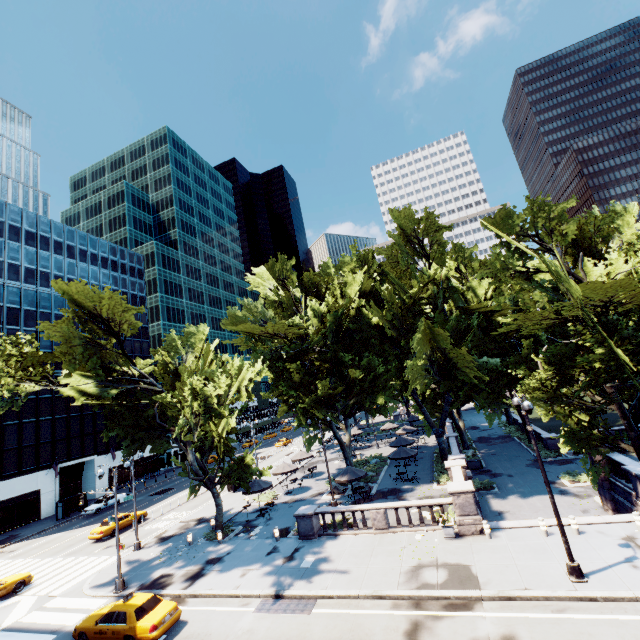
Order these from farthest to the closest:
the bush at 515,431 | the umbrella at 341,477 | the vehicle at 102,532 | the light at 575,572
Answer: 1. the bush at 515,431
2. the vehicle at 102,532
3. the umbrella at 341,477
4. the light at 575,572

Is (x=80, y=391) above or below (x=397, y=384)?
above

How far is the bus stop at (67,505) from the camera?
39.8m

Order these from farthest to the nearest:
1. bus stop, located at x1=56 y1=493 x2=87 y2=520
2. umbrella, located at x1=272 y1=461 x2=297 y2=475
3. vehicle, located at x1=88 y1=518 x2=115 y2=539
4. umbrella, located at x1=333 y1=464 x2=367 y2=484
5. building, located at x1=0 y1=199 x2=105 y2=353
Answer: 1. building, located at x1=0 y1=199 x2=105 y2=353
2. bus stop, located at x1=56 y1=493 x2=87 y2=520
3. umbrella, located at x1=272 y1=461 x2=297 y2=475
4. vehicle, located at x1=88 y1=518 x2=115 y2=539
5. umbrella, located at x1=333 y1=464 x2=367 y2=484

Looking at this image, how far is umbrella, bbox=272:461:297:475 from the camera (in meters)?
32.25

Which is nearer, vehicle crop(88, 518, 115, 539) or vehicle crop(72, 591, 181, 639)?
vehicle crop(72, 591, 181, 639)

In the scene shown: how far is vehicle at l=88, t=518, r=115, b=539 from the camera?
29.3m

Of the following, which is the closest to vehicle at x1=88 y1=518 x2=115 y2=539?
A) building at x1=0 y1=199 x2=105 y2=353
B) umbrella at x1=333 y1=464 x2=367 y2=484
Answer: building at x1=0 y1=199 x2=105 y2=353
